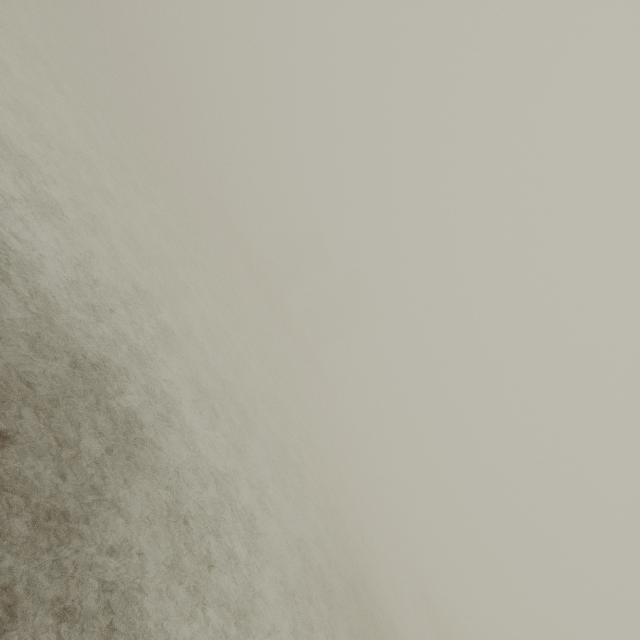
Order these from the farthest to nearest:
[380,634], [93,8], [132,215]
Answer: [93,8] < [132,215] < [380,634]
